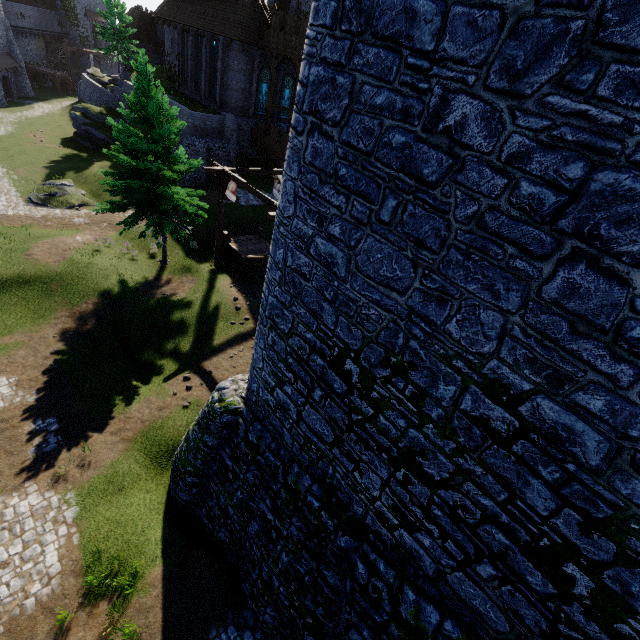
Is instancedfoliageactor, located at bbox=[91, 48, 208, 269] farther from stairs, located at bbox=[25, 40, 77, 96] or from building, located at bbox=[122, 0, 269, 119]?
stairs, located at bbox=[25, 40, 77, 96]

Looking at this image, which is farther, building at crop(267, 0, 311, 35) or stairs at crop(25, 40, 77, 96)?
stairs at crop(25, 40, 77, 96)

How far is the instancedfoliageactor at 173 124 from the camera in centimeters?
1548cm

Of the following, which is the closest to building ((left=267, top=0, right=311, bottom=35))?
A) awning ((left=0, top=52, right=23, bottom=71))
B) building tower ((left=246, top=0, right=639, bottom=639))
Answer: awning ((left=0, top=52, right=23, bottom=71))

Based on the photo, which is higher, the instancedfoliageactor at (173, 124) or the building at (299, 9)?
the building at (299, 9)

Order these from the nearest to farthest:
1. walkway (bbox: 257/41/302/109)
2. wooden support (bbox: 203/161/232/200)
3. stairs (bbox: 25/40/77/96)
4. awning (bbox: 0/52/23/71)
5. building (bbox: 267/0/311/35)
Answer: wooden support (bbox: 203/161/232/200) < walkway (bbox: 257/41/302/109) < building (bbox: 267/0/311/35) < awning (bbox: 0/52/23/71) < stairs (bbox: 25/40/77/96)

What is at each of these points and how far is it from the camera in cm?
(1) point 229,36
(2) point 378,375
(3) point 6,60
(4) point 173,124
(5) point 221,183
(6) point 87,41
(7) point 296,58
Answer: (1) building, 2823
(2) building tower, 481
(3) awning, 4256
(4) instancedfoliageactor, 1719
(5) wooden support, 1877
(6) building, 5912
(7) walkway, 2695

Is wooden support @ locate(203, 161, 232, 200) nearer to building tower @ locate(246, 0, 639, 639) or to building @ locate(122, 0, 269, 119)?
building tower @ locate(246, 0, 639, 639)
